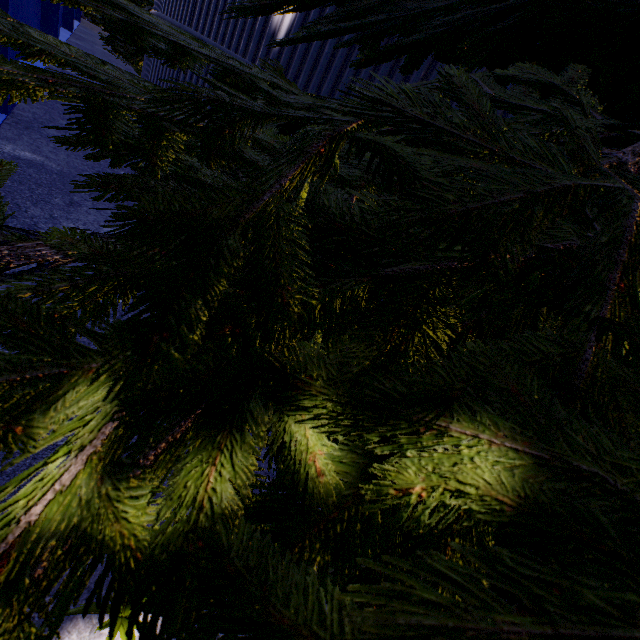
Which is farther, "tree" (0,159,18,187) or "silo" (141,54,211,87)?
"silo" (141,54,211,87)

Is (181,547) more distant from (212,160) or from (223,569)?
(212,160)

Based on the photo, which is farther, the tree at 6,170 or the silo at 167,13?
the silo at 167,13

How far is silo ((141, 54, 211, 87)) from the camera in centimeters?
500cm

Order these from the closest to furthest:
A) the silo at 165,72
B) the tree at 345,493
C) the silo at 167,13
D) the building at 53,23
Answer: the tree at 345,493 < the silo at 167,13 < the silo at 165,72 < the building at 53,23

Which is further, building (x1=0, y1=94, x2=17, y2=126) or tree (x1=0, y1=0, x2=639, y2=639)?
building (x1=0, y1=94, x2=17, y2=126)

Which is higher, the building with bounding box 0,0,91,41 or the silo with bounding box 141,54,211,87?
the silo with bounding box 141,54,211,87

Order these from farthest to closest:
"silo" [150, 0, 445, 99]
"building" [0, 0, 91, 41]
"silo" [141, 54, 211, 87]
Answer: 1. "building" [0, 0, 91, 41]
2. "silo" [141, 54, 211, 87]
3. "silo" [150, 0, 445, 99]
